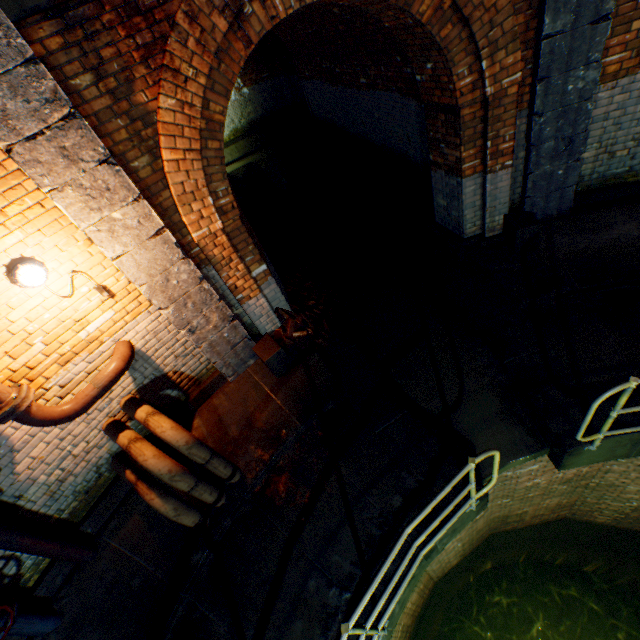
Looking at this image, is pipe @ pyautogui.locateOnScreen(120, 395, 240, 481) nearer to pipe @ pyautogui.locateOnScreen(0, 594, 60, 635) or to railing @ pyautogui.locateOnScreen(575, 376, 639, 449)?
pipe @ pyautogui.locateOnScreen(0, 594, 60, 635)

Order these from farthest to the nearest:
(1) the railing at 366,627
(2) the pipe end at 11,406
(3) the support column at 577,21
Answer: (3) the support column at 577,21 → (2) the pipe end at 11,406 → (1) the railing at 366,627

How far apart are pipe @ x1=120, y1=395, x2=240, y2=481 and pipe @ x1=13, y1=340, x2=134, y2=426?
0.4m

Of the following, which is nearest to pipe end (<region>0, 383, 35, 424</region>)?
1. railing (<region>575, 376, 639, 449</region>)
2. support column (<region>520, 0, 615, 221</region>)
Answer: railing (<region>575, 376, 639, 449</region>)

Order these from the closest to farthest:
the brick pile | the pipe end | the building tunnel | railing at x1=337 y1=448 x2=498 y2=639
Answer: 1. railing at x1=337 y1=448 x2=498 y2=639
2. the pipe end
3. the brick pile
4. the building tunnel

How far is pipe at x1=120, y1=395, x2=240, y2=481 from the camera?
3.5m

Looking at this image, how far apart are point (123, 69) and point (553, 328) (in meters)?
5.71

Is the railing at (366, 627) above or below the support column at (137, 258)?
below
